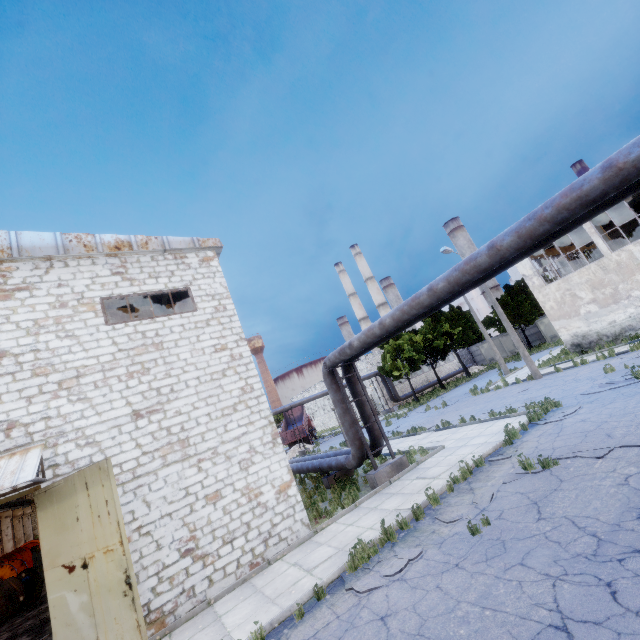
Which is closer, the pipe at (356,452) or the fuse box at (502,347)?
the pipe at (356,452)

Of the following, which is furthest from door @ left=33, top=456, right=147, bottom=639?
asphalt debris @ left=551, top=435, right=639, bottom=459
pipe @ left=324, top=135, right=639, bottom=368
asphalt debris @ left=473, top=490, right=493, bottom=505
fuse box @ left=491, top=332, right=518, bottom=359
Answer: fuse box @ left=491, top=332, right=518, bottom=359

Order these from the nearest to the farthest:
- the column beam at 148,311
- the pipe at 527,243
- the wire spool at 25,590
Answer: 1. the pipe at 527,243
2. the wire spool at 25,590
3. the column beam at 148,311

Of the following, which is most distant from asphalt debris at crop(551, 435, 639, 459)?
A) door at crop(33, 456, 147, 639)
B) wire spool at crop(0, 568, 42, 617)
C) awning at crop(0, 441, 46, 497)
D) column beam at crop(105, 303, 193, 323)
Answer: wire spool at crop(0, 568, 42, 617)

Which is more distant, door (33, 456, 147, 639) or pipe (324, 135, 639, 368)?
door (33, 456, 147, 639)

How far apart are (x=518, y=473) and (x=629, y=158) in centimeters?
730cm

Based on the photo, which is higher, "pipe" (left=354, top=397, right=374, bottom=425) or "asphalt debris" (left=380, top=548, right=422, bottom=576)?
"pipe" (left=354, top=397, right=374, bottom=425)

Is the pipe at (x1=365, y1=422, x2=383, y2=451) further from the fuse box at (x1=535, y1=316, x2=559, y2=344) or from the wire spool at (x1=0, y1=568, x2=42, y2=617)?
the fuse box at (x1=535, y1=316, x2=559, y2=344)
